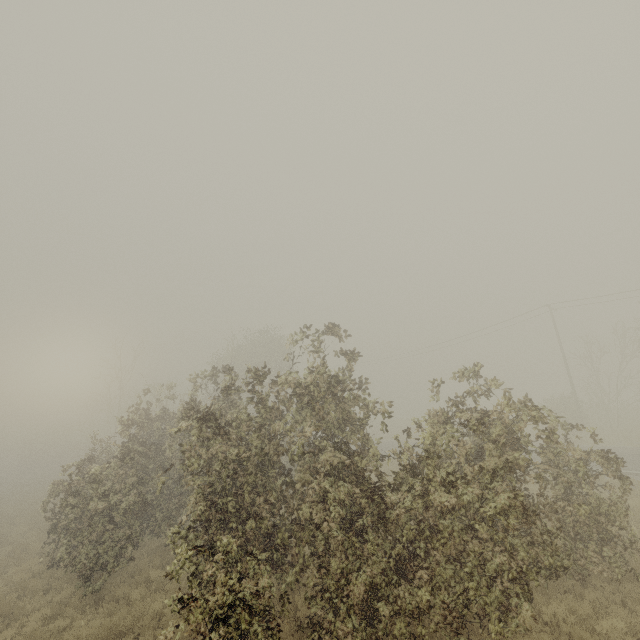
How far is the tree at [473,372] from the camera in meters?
8.2

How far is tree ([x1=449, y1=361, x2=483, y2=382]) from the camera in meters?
8.2

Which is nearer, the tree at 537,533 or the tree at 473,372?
the tree at 537,533

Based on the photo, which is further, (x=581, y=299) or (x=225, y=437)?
(x=581, y=299)

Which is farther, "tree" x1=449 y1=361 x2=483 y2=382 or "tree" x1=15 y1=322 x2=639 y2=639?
"tree" x1=449 y1=361 x2=483 y2=382
